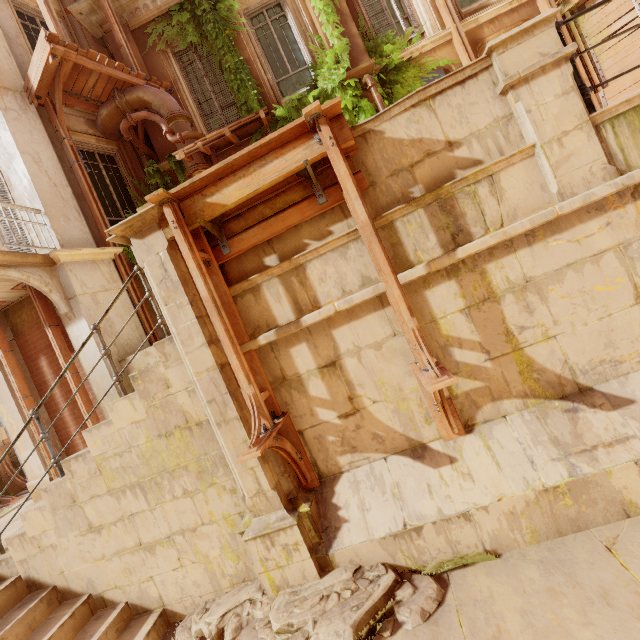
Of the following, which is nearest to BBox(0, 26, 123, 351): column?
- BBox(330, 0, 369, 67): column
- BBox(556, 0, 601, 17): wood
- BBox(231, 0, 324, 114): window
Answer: BBox(231, 0, 324, 114): window

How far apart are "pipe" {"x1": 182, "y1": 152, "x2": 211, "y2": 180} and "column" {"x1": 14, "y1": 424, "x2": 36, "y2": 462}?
3.6 meters

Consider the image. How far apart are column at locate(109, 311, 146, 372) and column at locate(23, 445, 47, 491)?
1.29m

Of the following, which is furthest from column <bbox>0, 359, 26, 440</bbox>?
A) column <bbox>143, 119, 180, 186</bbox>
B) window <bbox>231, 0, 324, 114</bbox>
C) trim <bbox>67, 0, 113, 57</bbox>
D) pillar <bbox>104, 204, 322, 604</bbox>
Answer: window <bbox>231, 0, 324, 114</bbox>

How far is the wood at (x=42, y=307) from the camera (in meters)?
6.55

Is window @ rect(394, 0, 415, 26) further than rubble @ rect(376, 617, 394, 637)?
Yes

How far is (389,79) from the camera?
8.19m

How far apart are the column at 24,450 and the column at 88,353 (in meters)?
1.29
